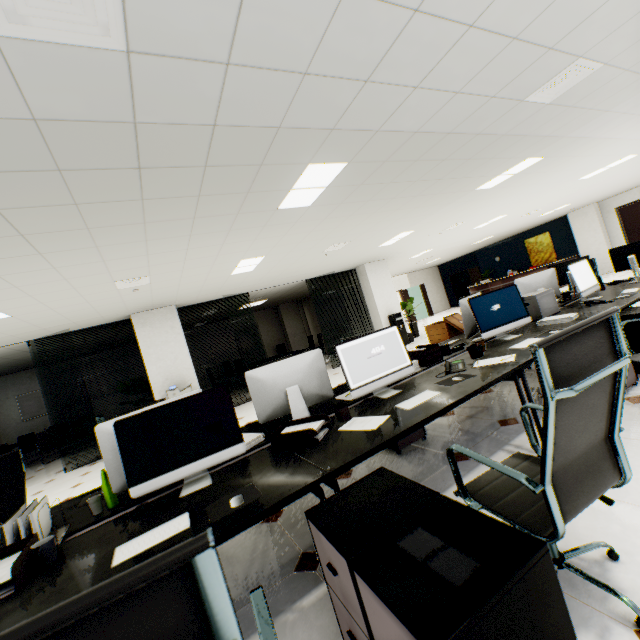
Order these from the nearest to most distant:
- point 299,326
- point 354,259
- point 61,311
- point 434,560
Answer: point 434,560 < point 61,311 < point 354,259 < point 299,326

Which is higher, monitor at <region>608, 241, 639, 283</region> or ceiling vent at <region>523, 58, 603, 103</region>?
ceiling vent at <region>523, 58, 603, 103</region>

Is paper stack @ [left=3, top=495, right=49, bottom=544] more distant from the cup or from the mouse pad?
the mouse pad

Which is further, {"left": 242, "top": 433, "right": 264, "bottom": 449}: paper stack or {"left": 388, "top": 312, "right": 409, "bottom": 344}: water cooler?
{"left": 388, "top": 312, "right": 409, "bottom": 344}: water cooler

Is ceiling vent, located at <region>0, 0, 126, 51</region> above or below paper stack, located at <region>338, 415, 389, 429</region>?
above

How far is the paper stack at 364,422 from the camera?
2.0m

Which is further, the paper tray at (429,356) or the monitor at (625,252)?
the monitor at (625,252)

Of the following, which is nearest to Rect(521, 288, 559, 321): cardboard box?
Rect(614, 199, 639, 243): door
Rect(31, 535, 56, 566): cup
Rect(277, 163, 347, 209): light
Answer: Rect(277, 163, 347, 209): light
